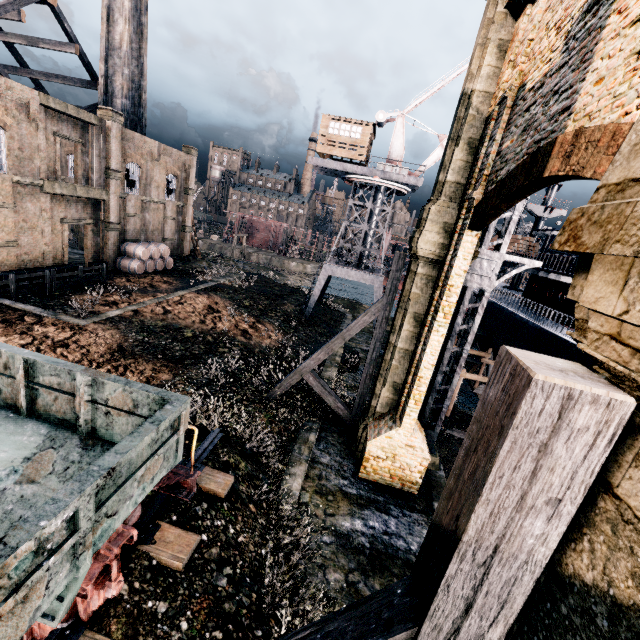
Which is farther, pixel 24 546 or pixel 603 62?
pixel 603 62

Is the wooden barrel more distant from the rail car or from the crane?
the rail car

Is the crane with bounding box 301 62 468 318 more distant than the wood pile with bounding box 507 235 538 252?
Yes

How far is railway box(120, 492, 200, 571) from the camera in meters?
Result: 6.7 m

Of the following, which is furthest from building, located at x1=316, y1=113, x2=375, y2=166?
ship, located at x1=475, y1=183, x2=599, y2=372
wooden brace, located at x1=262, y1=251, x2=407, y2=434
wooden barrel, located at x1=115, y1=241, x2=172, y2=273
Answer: wooden brace, located at x1=262, y1=251, x2=407, y2=434

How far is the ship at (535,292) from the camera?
17.8 meters

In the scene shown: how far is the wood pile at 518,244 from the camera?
27.3m

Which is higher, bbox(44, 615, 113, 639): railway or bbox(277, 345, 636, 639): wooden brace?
bbox(277, 345, 636, 639): wooden brace
